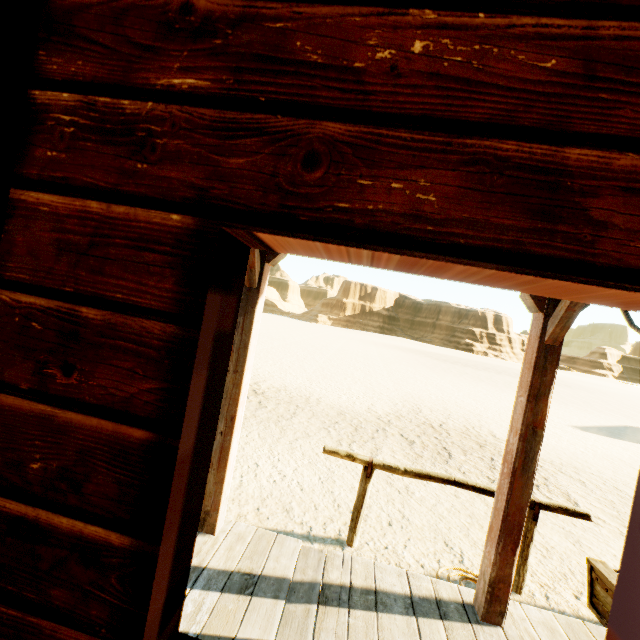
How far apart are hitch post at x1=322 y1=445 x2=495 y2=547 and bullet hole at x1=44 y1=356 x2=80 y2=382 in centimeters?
330cm

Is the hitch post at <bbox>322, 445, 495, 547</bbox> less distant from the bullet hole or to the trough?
the trough

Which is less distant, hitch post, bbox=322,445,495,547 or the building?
the building

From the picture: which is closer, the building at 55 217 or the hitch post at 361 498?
the building at 55 217

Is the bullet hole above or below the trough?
above

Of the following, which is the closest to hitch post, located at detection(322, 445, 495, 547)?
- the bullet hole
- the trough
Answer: the trough

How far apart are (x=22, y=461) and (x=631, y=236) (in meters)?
1.42

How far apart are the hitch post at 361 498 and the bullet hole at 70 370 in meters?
3.3
